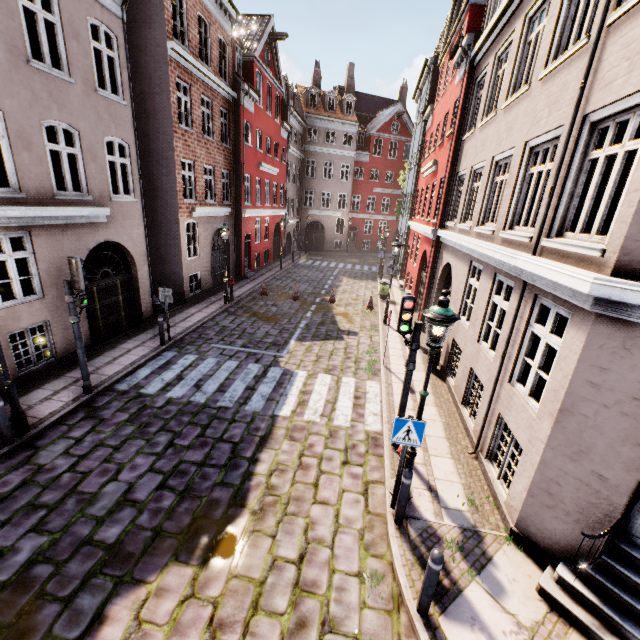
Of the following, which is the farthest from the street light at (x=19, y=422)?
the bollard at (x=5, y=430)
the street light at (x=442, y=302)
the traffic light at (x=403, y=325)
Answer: the traffic light at (x=403, y=325)

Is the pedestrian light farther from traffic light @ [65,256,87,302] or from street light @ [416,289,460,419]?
street light @ [416,289,460,419]

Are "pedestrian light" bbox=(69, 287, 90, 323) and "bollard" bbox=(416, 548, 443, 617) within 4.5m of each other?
no

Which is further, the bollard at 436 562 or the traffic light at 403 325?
the traffic light at 403 325

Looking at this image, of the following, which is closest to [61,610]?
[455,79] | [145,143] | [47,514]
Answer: [47,514]

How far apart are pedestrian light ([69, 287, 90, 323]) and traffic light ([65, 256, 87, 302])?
0.1 meters

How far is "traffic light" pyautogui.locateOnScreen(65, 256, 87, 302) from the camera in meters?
7.0 m

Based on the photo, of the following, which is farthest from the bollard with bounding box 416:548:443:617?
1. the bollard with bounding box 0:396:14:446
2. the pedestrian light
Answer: the pedestrian light
